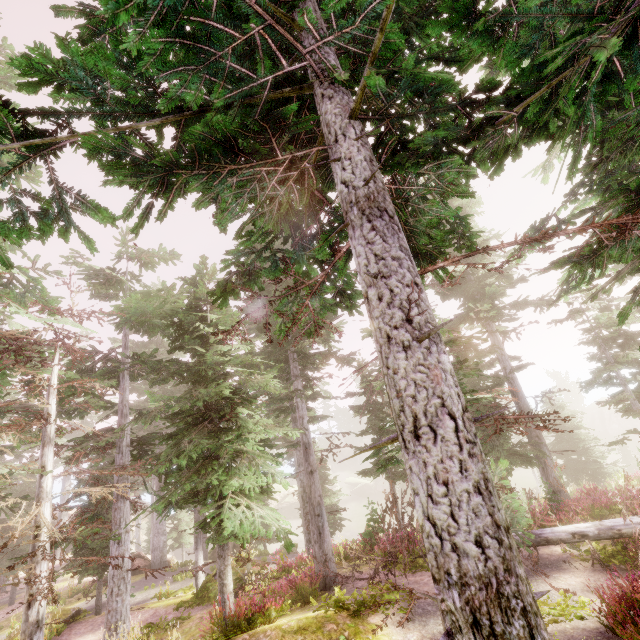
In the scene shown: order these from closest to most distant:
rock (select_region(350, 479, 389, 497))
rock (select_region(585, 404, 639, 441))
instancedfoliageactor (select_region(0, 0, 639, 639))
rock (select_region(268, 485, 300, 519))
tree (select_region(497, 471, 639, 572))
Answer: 1. instancedfoliageactor (select_region(0, 0, 639, 639))
2. tree (select_region(497, 471, 639, 572))
3. rock (select_region(585, 404, 639, 441))
4. rock (select_region(268, 485, 300, 519))
5. rock (select_region(350, 479, 389, 497))

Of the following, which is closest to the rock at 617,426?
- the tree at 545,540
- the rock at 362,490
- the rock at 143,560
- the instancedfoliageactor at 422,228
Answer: the instancedfoliageactor at 422,228

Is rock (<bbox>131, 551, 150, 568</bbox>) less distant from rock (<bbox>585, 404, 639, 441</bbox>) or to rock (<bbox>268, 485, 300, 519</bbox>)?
rock (<bbox>268, 485, 300, 519</bbox>)

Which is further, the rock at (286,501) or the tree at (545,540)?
the rock at (286,501)

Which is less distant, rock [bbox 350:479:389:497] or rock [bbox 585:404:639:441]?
rock [bbox 585:404:639:441]

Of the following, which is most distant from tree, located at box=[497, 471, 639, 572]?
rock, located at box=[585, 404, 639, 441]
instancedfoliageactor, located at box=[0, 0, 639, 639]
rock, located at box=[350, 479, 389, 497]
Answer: rock, located at box=[585, 404, 639, 441]

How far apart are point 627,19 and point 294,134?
4.1 meters
